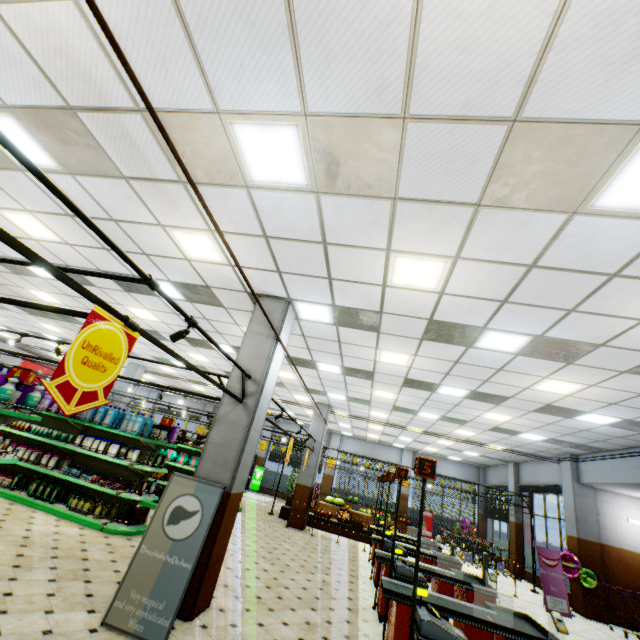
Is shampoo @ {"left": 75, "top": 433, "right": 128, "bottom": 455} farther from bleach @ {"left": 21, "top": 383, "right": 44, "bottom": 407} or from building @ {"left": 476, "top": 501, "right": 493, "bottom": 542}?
bleach @ {"left": 21, "top": 383, "right": 44, "bottom": 407}

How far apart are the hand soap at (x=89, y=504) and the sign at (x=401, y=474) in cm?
668

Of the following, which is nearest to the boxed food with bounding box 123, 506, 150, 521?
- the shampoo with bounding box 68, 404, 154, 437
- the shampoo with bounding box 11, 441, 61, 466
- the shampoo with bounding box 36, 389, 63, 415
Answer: the shampoo with bounding box 68, 404, 154, 437

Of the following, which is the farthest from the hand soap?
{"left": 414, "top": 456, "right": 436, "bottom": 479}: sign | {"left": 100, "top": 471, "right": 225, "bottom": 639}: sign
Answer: {"left": 414, "top": 456, "right": 436, "bottom": 479}: sign

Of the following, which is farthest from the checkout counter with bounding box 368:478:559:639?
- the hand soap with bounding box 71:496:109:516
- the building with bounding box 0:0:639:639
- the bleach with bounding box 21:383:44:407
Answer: the hand soap with bounding box 71:496:109:516

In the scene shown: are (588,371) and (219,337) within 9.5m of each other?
yes

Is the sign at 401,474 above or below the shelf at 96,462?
above

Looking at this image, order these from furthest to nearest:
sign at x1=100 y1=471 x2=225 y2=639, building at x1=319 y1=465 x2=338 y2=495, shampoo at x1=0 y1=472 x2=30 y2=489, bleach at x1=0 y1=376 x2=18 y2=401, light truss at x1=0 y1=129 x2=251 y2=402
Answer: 1. building at x1=319 y1=465 x2=338 y2=495
2. shampoo at x1=0 y1=472 x2=30 y2=489
3. bleach at x1=0 y1=376 x2=18 y2=401
4. sign at x1=100 y1=471 x2=225 y2=639
5. light truss at x1=0 y1=129 x2=251 y2=402
